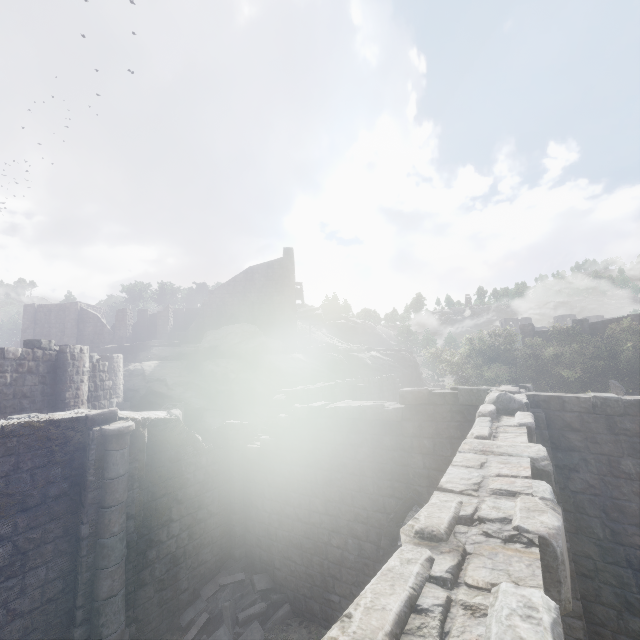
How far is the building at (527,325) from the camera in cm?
3581

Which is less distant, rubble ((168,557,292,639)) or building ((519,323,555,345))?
rubble ((168,557,292,639))

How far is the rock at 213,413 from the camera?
26.59m

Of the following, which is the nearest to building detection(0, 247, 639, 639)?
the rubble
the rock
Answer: the rubble

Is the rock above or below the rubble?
above

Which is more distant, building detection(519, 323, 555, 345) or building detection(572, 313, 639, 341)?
building detection(519, 323, 555, 345)

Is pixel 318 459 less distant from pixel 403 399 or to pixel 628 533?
pixel 403 399

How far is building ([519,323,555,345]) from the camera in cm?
3581
